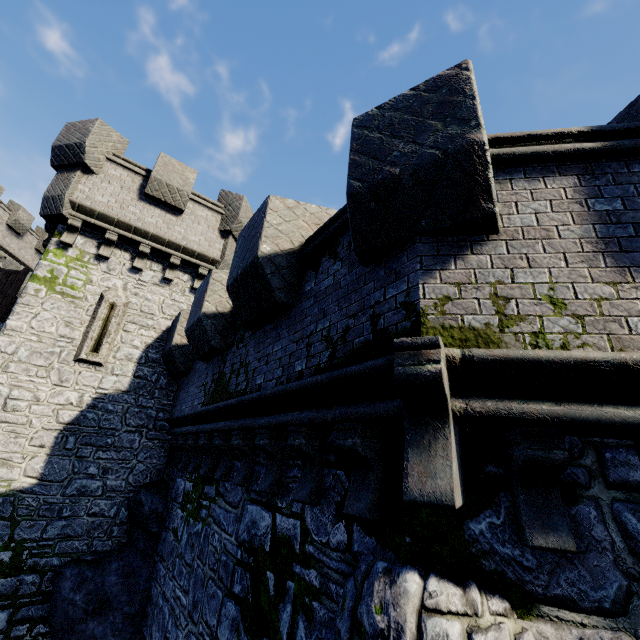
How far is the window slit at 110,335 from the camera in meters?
9.3

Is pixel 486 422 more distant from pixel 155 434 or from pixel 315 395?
pixel 155 434

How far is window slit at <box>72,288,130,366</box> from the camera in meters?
9.3 m

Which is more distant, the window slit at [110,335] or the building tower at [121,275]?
the window slit at [110,335]

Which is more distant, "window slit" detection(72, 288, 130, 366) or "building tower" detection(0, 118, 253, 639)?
"window slit" detection(72, 288, 130, 366)
